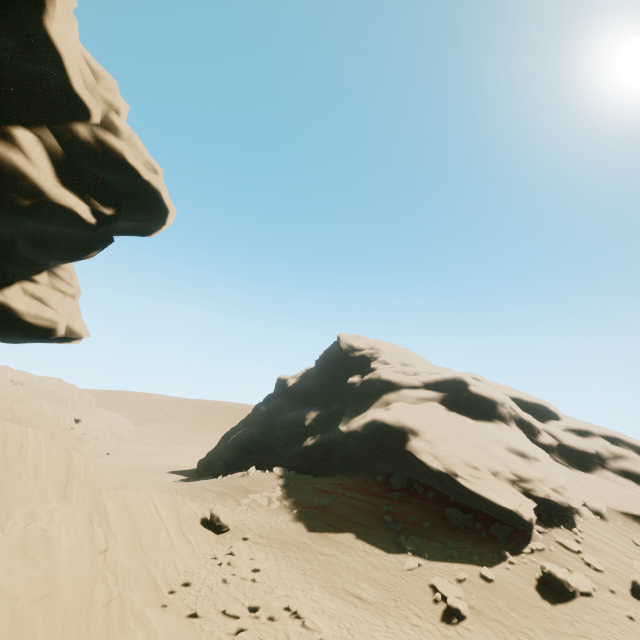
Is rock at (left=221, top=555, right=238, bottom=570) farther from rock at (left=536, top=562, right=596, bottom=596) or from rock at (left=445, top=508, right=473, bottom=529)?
rock at (left=445, top=508, right=473, bottom=529)

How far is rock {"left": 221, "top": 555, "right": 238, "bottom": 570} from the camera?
15.7 meters

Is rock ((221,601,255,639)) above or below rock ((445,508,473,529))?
below

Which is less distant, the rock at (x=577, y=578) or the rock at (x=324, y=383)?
the rock at (x=577, y=578)

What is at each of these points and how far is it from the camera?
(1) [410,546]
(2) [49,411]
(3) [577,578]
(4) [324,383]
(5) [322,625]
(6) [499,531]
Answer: (1) rock, 17.4 meters
(2) rock, 54.8 meters
(3) rock, 15.3 meters
(4) rock, 43.1 meters
(5) rock, 11.8 meters
(6) rock, 18.4 meters

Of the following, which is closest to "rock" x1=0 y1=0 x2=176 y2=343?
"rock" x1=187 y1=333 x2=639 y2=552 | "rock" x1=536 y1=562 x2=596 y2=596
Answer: "rock" x1=536 y1=562 x2=596 y2=596

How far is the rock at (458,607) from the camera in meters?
13.0 m

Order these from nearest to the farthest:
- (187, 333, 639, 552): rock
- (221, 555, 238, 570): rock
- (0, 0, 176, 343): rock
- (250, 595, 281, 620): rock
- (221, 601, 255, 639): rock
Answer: (0, 0, 176, 343): rock < (221, 601, 255, 639): rock < (250, 595, 281, 620): rock < (221, 555, 238, 570): rock < (187, 333, 639, 552): rock
